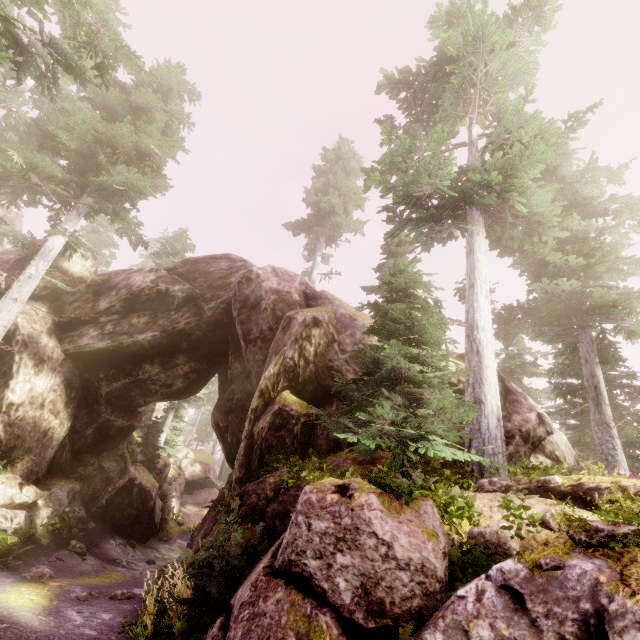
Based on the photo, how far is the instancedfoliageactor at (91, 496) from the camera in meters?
14.9

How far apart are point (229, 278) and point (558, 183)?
19.4 meters

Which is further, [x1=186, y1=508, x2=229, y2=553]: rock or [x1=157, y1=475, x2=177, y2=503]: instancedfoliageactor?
[x1=157, y1=475, x2=177, y2=503]: instancedfoliageactor

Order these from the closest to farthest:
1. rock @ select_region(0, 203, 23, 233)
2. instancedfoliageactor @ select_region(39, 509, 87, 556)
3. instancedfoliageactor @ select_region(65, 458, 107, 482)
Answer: instancedfoliageactor @ select_region(39, 509, 87, 556) → instancedfoliageactor @ select_region(65, 458, 107, 482) → rock @ select_region(0, 203, 23, 233)

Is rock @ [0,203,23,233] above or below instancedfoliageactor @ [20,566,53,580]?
above

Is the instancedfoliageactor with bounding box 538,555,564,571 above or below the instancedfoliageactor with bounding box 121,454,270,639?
above

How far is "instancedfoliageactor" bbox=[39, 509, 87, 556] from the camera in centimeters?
1269cm
